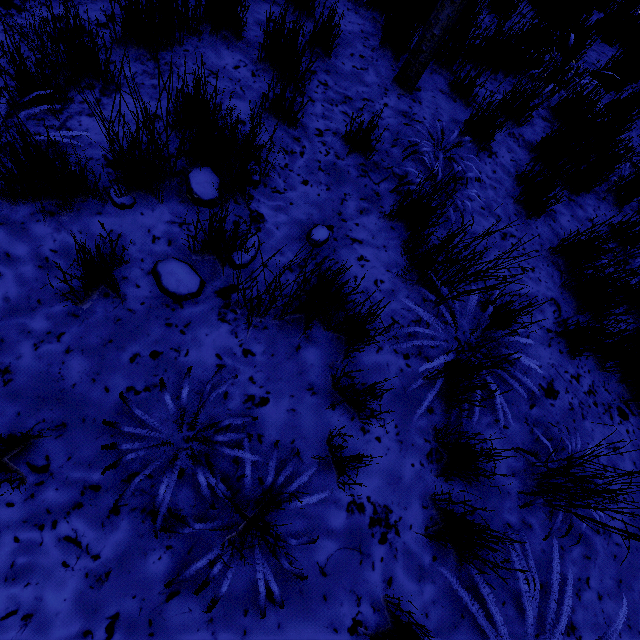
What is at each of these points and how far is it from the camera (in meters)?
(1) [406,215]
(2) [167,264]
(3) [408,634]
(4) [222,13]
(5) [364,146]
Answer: (1) instancedfoliageactor, 2.15
(2) instancedfoliageactor, 1.67
(3) instancedfoliageactor, 1.31
(4) instancedfoliageactor, 2.30
(5) instancedfoliageactor, 2.30

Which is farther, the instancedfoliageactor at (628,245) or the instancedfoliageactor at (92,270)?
the instancedfoliageactor at (628,245)

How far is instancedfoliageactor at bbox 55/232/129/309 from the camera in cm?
135

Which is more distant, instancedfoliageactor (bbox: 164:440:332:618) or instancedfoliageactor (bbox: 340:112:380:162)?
instancedfoliageactor (bbox: 340:112:380:162)

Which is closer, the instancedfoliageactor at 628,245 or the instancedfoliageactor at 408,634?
the instancedfoliageactor at 408,634
